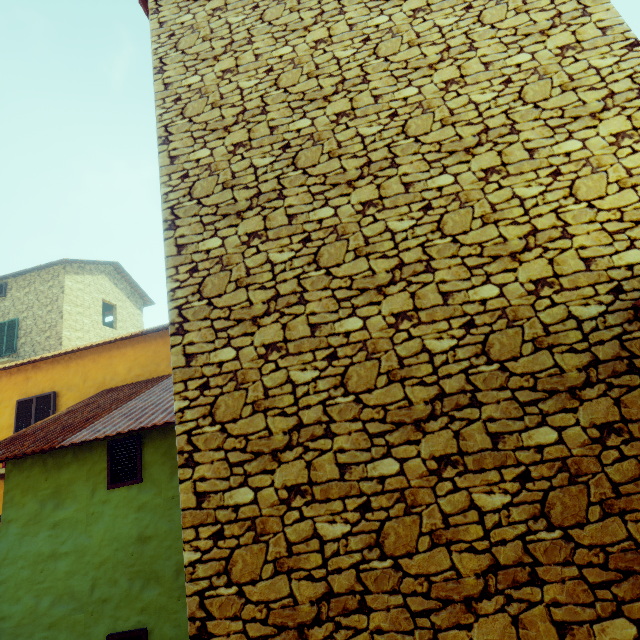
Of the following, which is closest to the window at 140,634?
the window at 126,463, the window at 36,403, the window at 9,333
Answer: the window at 126,463

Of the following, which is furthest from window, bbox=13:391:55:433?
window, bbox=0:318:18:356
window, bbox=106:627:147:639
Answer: window, bbox=106:627:147:639

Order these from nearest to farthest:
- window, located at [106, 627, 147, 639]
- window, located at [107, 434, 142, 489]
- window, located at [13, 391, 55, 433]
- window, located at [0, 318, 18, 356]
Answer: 1. window, located at [106, 627, 147, 639]
2. window, located at [107, 434, 142, 489]
3. window, located at [13, 391, 55, 433]
4. window, located at [0, 318, 18, 356]

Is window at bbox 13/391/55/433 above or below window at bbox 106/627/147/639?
above

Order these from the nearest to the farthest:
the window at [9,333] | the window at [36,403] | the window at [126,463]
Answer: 1. the window at [126,463]
2. the window at [36,403]
3. the window at [9,333]

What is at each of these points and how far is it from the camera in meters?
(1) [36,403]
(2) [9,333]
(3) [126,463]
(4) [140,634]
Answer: (1) window, 8.4 m
(2) window, 14.5 m
(3) window, 4.9 m
(4) window, 4.3 m

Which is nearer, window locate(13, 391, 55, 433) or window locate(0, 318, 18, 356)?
window locate(13, 391, 55, 433)

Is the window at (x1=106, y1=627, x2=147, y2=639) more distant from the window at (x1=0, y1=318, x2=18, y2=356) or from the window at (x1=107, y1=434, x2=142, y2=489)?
the window at (x1=0, y1=318, x2=18, y2=356)
